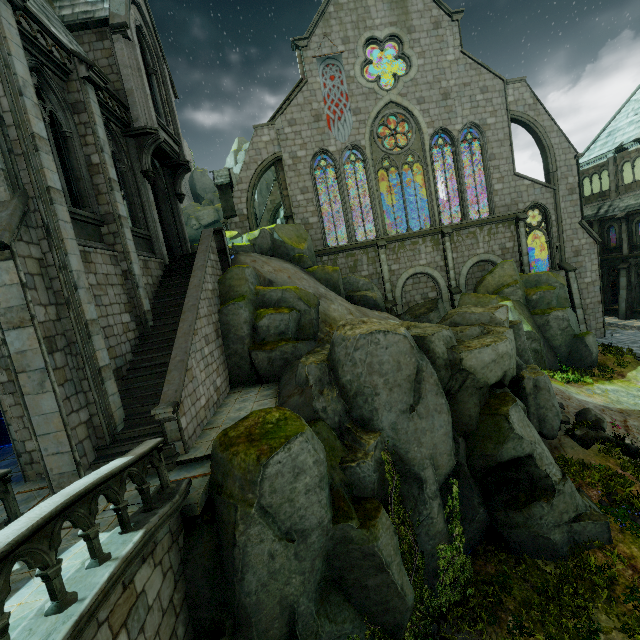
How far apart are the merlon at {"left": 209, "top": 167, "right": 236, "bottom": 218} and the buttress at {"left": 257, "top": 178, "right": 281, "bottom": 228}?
11.04m

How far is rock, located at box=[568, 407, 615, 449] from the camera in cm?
1285

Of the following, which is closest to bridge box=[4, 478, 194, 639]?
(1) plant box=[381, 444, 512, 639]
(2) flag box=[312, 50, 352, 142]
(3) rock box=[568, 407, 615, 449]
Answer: (1) plant box=[381, 444, 512, 639]

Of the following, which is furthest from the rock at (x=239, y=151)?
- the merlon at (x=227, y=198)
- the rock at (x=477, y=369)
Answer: the rock at (x=477, y=369)

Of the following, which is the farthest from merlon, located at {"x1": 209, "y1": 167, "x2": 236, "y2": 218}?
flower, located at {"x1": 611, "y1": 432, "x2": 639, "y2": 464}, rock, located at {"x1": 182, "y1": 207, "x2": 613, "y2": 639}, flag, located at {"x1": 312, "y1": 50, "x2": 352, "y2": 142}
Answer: flower, located at {"x1": 611, "y1": 432, "x2": 639, "y2": 464}

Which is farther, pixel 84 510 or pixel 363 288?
pixel 363 288

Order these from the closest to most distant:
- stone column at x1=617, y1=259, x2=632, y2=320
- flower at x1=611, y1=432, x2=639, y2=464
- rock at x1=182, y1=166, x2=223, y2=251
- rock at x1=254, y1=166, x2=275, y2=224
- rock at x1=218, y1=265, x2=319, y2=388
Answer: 1. flower at x1=611, y1=432, x2=639, y2=464
2. rock at x1=218, y1=265, x2=319, y2=388
3. stone column at x1=617, y1=259, x2=632, y2=320
4. rock at x1=254, y1=166, x2=275, y2=224
5. rock at x1=182, y1=166, x2=223, y2=251

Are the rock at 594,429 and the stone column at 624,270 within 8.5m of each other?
no
